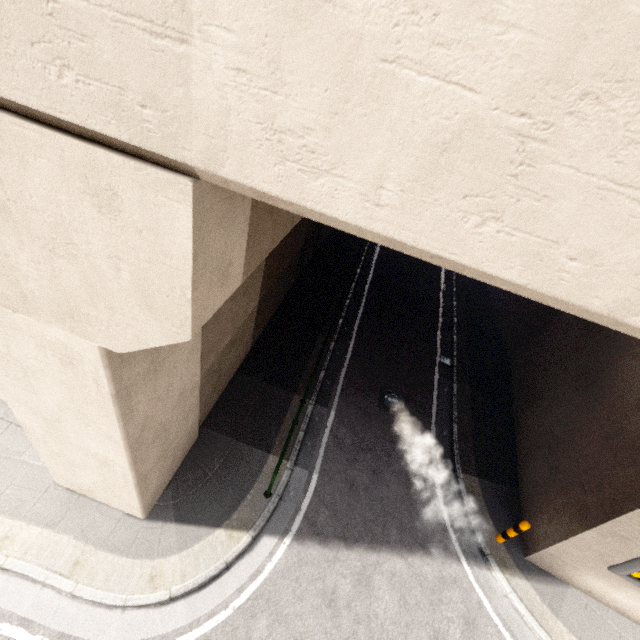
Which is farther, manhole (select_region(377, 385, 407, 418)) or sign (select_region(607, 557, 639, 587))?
manhole (select_region(377, 385, 407, 418))

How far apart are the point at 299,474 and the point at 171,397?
4.1 meters

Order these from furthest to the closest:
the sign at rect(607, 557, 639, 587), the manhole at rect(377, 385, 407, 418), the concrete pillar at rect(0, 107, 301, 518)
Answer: the manhole at rect(377, 385, 407, 418), the sign at rect(607, 557, 639, 587), the concrete pillar at rect(0, 107, 301, 518)

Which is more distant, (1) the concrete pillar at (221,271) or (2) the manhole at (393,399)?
(2) the manhole at (393,399)

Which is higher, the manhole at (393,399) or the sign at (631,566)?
the sign at (631,566)

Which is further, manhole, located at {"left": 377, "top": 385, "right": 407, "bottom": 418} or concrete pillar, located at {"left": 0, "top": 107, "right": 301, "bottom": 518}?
manhole, located at {"left": 377, "top": 385, "right": 407, "bottom": 418}

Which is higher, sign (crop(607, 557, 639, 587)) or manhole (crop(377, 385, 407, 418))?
sign (crop(607, 557, 639, 587))

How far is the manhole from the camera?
10.2m
